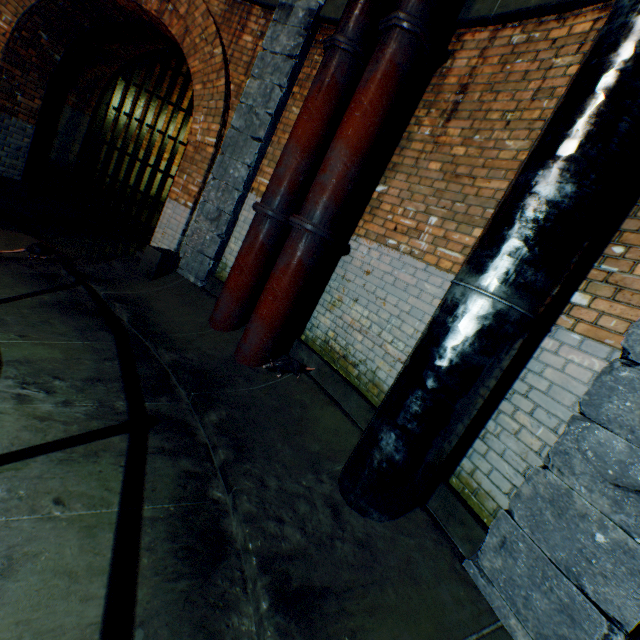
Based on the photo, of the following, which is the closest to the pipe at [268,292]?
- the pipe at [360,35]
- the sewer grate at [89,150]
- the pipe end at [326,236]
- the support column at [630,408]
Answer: the pipe end at [326,236]

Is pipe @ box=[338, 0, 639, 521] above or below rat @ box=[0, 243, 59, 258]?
above

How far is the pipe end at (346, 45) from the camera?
3.62m

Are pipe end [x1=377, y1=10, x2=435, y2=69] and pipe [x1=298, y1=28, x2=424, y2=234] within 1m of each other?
yes

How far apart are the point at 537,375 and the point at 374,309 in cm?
171

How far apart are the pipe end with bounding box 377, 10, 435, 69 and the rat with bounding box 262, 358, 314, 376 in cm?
371

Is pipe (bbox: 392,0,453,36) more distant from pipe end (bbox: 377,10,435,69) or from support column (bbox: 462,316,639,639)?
support column (bbox: 462,316,639,639)

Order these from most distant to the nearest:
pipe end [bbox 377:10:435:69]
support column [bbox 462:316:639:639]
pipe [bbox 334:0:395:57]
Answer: pipe [bbox 334:0:395:57] < pipe end [bbox 377:10:435:69] < support column [bbox 462:316:639:639]
